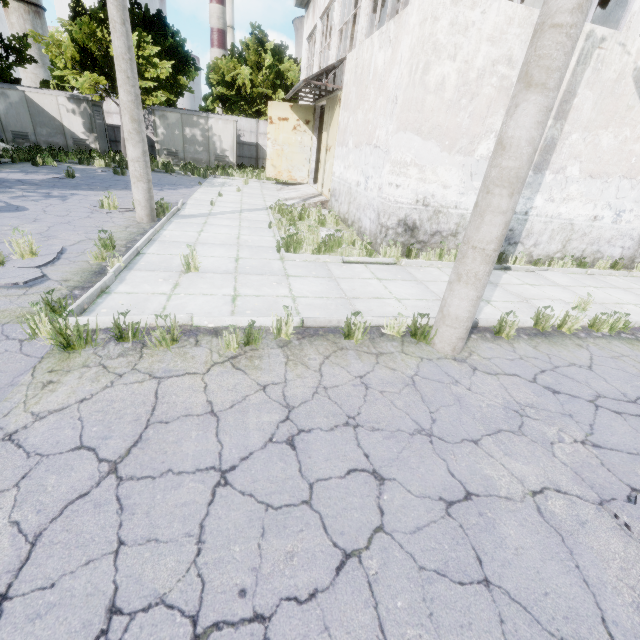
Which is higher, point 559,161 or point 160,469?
point 559,161

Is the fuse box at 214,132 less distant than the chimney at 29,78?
Yes

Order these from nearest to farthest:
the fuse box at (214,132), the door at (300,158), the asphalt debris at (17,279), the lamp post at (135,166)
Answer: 1. the asphalt debris at (17,279)
2. the lamp post at (135,166)
3. the door at (300,158)
4. the fuse box at (214,132)

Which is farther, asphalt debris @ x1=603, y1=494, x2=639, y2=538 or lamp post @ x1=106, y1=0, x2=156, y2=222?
lamp post @ x1=106, y1=0, x2=156, y2=222

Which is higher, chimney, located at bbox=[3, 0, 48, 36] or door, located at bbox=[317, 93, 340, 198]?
chimney, located at bbox=[3, 0, 48, 36]

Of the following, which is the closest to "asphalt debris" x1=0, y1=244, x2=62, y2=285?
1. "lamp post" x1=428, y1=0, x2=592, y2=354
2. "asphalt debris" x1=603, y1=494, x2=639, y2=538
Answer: "lamp post" x1=428, y1=0, x2=592, y2=354

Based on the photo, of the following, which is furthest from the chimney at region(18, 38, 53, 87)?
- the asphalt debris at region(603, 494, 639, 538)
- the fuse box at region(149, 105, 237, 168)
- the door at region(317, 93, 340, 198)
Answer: the asphalt debris at region(603, 494, 639, 538)

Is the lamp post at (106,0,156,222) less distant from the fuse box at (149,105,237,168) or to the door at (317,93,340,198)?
the door at (317,93,340,198)
